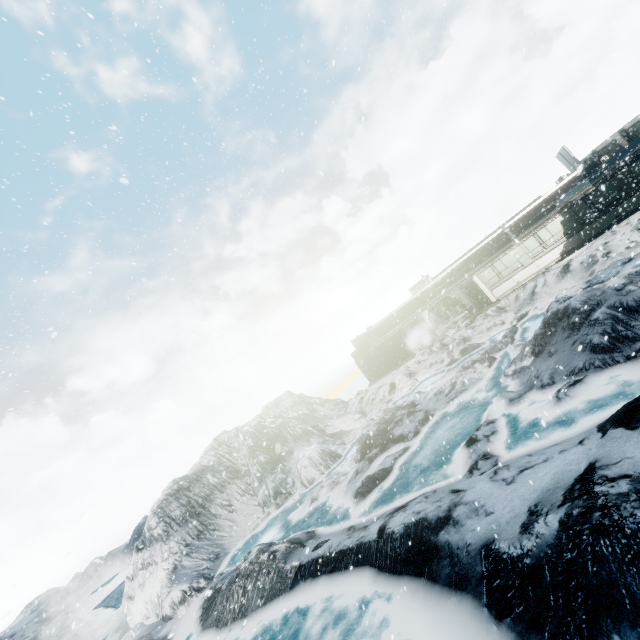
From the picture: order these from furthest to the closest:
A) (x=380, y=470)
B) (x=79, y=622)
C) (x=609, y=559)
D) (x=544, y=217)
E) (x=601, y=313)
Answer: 1. (x=79, y=622)
2. (x=544, y=217)
3. (x=380, y=470)
4. (x=601, y=313)
5. (x=609, y=559)
